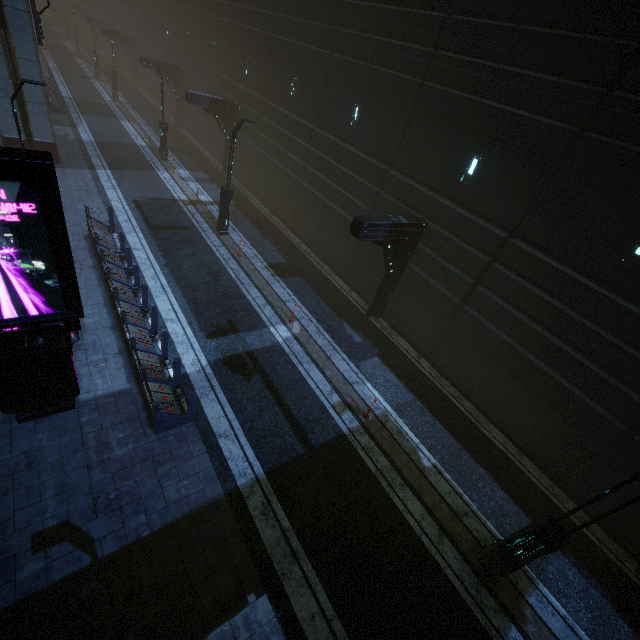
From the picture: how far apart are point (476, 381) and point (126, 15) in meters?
60.2

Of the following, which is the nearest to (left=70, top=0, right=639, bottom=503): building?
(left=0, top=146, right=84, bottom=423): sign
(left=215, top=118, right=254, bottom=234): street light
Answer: (left=0, top=146, right=84, bottom=423): sign

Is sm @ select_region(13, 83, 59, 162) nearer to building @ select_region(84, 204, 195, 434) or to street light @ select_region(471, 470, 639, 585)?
building @ select_region(84, 204, 195, 434)

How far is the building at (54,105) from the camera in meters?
24.5

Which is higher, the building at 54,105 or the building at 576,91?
the building at 576,91

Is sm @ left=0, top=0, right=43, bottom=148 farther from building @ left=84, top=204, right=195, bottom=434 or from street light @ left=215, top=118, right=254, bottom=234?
street light @ left=215, top=118, right=254, bottom=234

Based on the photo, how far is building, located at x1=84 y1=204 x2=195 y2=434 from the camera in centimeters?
830cm

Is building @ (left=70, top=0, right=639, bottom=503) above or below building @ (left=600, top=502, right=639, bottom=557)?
above
